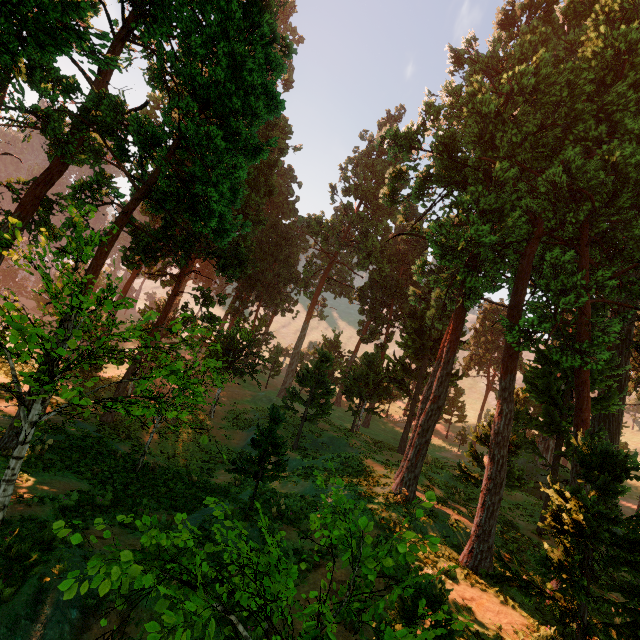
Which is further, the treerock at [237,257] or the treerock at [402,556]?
the treerock at [237,257]

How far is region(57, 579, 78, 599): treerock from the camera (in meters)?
2.79

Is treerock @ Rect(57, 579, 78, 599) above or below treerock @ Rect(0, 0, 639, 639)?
below

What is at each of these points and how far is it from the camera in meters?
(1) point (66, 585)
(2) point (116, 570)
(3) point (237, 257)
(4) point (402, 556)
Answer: (1) treerock, 2.8 m
(2) treerock, 2.8 m
(3) treerock, 22.8 m
(4) treerock, 3.4 m
